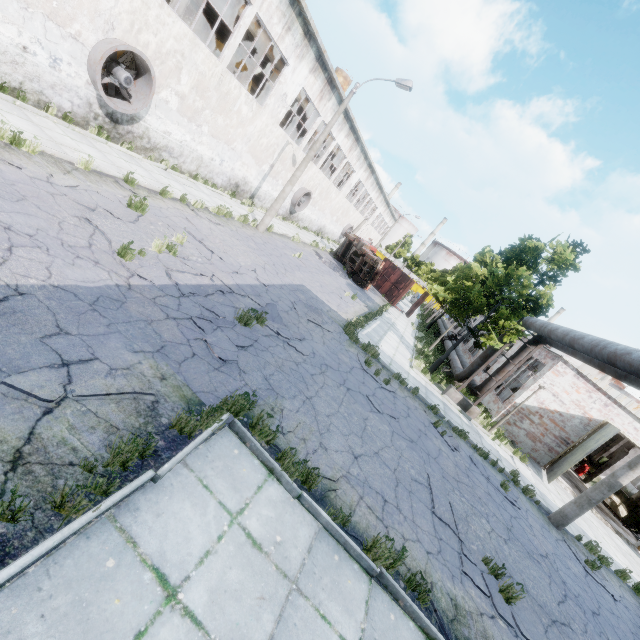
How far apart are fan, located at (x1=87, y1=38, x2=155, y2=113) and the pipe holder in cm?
1798

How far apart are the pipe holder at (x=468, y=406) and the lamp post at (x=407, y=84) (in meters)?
12.03

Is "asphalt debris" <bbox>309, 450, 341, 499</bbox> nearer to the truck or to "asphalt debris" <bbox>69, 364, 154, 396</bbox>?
"asphalt debris" <bbox>69, 364, 154, 396</bbox>

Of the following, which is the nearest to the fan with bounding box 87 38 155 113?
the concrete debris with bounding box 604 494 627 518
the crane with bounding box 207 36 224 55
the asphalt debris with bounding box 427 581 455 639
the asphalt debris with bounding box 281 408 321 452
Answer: the crane with bounding box 207 36 224 55

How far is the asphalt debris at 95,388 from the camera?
3.9 meters

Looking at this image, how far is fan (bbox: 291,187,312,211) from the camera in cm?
2778

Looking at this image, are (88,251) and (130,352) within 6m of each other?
yes

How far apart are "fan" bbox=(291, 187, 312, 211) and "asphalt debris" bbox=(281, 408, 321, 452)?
24.6m
